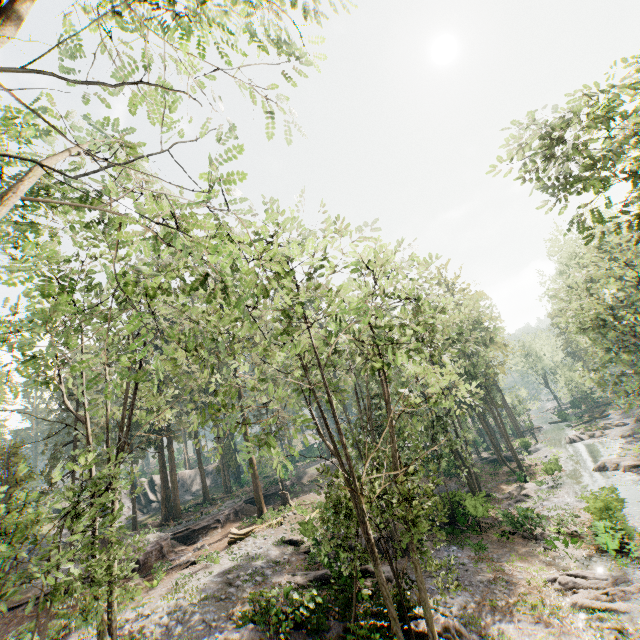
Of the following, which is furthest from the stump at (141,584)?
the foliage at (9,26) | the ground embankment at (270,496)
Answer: the foliage at (9,26)

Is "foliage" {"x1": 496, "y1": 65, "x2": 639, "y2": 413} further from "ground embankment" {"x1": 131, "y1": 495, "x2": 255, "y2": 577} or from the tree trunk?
the tree trunk

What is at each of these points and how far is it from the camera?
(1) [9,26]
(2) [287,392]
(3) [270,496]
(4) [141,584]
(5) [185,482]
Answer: (1) foliage, 4.32m
(2) foliage, 12.62m
(3) ground embankment, 39.59m
(4) stump, 20.72m
(5) rock, 52.25m

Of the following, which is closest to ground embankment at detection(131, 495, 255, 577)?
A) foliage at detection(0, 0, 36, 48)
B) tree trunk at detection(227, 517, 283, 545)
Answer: foliage at detection(0, 0, 36, 48)

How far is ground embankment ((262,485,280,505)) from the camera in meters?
38.8

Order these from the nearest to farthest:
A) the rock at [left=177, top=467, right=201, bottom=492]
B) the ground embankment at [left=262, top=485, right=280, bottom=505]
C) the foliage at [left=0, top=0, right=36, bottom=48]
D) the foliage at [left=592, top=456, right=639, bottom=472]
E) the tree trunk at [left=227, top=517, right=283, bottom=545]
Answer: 1. the foliage at [left=0, top=0, right=36, bottom=48]
2. the tree trunk at [left=227, top=517, right=283, bottom=545]
3. the foliage at [left=592, top=456, right=639, bottom=472]
4. the ground embankment at [left=262, top=485, right=280, bottom=505]
5. the rock at [left=177, top=467, right=201, bottom=492]

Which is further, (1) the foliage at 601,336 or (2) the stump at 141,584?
(2) the stump at 141,584

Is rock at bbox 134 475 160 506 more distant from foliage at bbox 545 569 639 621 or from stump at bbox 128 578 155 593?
stump at bbox 128 578 155 593
